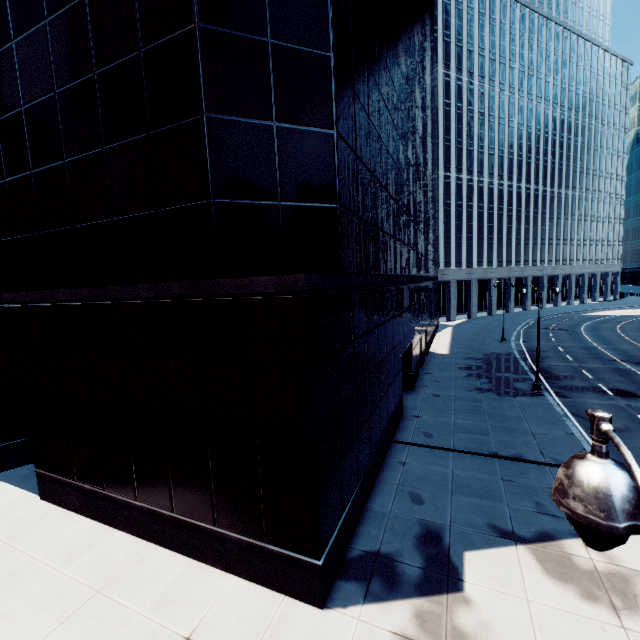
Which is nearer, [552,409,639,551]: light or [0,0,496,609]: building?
[552,409,639,551]: light

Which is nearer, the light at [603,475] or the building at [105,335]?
the light at [603,475]

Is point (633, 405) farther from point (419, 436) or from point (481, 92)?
point (481, 92)
